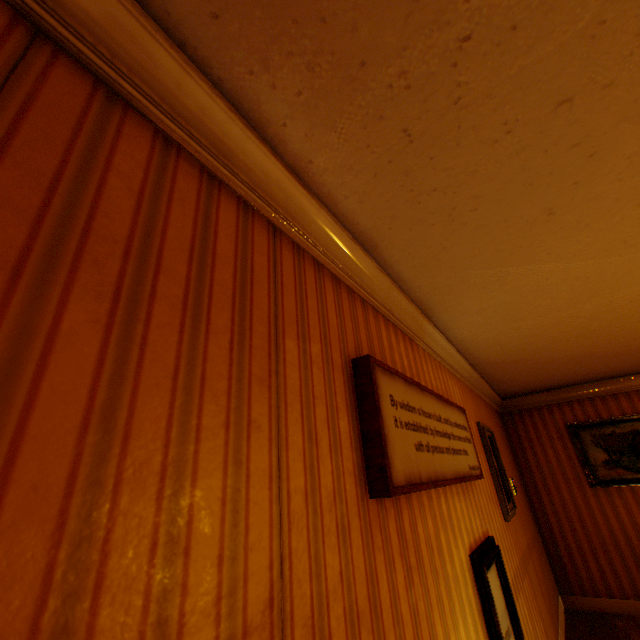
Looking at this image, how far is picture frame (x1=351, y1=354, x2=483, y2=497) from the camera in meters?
1.3 m

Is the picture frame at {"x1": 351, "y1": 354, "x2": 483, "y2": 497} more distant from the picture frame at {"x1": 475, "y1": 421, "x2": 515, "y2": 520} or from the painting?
the painting

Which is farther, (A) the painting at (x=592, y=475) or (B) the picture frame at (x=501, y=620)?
(A) the painting at (x=592, y=475)

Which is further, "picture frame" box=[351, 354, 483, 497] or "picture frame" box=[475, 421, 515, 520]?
"picture frame" box=[475, 421, 515, 520]

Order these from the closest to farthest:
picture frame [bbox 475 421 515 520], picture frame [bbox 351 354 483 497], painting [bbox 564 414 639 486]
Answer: picture frame [bbox 351 354 483 497]
picture frame [bbox 475 421 515 520]
painting [bbox 564 414 639 486]

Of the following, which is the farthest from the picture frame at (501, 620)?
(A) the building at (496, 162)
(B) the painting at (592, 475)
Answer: (B) the painting at (592, 475)

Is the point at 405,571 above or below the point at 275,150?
below
